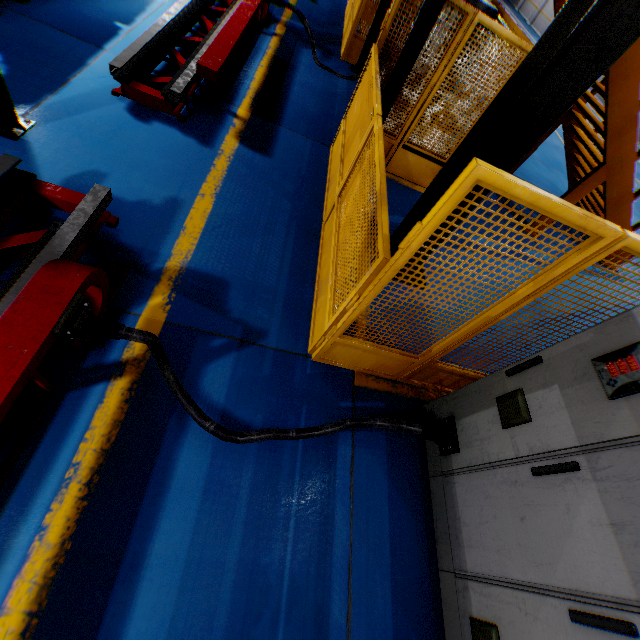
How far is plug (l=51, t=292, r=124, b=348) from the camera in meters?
2.0

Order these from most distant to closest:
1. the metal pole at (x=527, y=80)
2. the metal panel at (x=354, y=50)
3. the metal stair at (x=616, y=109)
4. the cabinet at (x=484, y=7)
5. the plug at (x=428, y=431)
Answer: the metal panel at (x=354, y=50) → the cabinet at (x=484, y=7) → the metal stair at (x=616, y=109) → the plug at (x=428, y=431) → the metal pole at (x=527, y=80)

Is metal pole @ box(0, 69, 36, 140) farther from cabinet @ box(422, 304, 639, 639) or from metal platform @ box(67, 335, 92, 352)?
cabinet @ box(422, 304, 639, 639)

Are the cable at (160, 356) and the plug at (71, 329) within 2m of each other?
yes

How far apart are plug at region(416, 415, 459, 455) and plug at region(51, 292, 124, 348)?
2.5 meters

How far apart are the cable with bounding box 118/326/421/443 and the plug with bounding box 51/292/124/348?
0.0 meters

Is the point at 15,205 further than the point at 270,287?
No

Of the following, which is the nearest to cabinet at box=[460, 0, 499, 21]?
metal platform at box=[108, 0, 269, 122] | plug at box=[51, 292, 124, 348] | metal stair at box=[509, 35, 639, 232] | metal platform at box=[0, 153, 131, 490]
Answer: metal stair at box=[509, 35, 639, 232]
